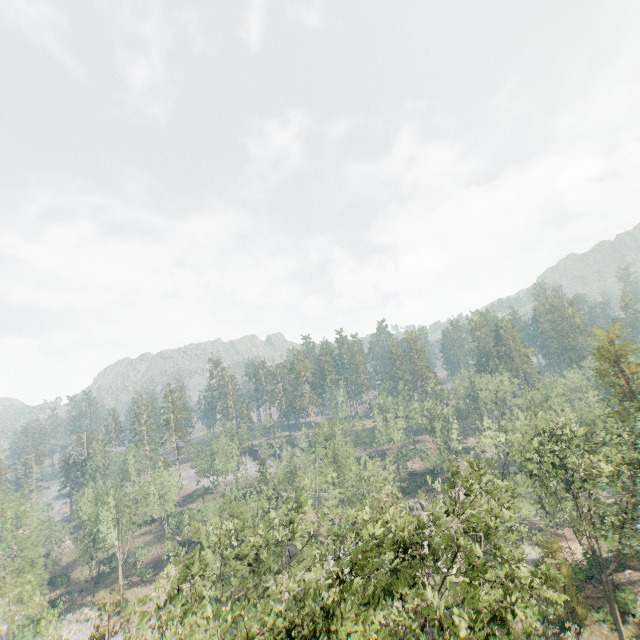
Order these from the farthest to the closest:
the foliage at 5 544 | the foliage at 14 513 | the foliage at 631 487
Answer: the foliage at 14 513 → the foliage at 5 544 → the foliage at 631 487

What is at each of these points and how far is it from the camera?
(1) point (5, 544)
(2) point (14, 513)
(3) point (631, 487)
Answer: (1) foliage, 41.3 meters
(2) foliage, 43.0 meters
(3) foliage, 59.2 meters

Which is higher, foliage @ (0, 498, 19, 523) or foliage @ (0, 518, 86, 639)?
foliage @ (0, 498, 19, 523)

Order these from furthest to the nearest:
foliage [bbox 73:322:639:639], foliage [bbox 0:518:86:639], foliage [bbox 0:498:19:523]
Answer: foliage [bbox 0:498:19:523] → foliage [bbox 0:518:86:639] → foliage [bbox 73:322:639:639]

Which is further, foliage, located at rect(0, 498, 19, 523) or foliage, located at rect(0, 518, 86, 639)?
foliage, located at rect(0, 498, 19, 523)

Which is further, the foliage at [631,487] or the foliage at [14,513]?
the foliage at [14,513]
